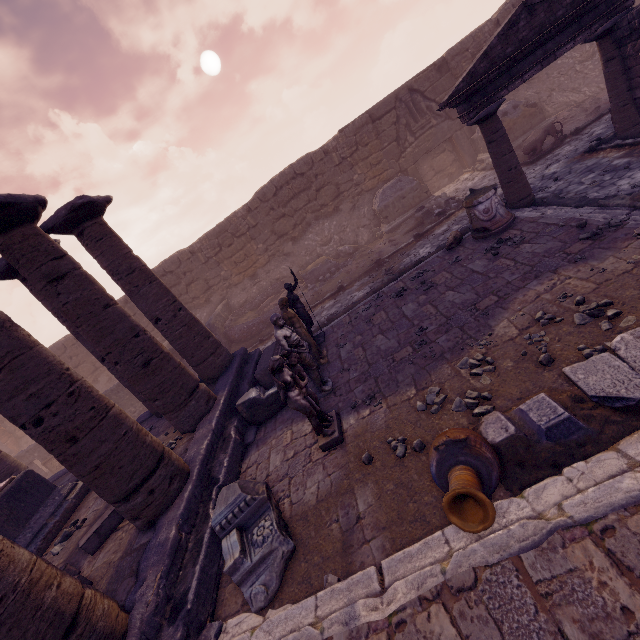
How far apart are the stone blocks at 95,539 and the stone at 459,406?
6.0m

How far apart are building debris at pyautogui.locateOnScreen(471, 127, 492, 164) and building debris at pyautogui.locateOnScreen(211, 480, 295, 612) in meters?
15.7 m

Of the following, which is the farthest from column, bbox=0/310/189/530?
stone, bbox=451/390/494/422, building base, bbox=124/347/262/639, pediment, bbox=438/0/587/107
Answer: pediment, bbox=438/0/587/107

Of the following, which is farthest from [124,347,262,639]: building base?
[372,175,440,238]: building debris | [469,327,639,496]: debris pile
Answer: A: [372,175,440,238]: building debris

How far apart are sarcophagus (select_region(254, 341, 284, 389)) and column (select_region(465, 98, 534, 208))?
7.7 meters

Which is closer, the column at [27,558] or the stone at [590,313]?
the column at [27,558]

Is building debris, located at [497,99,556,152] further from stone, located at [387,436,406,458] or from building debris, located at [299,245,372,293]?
stone, located at [387,436,406,458]

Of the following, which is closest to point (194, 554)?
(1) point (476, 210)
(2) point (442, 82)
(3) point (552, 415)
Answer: (3) point (552, 415)
